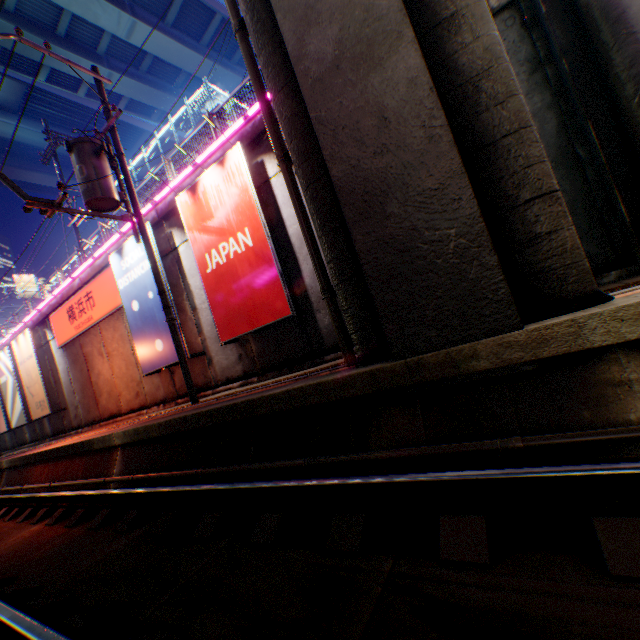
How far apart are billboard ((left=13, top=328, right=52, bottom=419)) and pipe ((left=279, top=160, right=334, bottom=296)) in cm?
1714

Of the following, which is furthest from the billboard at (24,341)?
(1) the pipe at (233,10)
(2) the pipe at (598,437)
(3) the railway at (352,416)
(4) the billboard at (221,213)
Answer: (1) the pipe at (233,10)

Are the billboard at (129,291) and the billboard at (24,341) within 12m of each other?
yes

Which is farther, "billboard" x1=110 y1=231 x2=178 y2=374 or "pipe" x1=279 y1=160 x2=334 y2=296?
"billboard" x1=110 y1=231 x2=178 y2=374

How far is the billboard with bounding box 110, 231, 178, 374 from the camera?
10.15m

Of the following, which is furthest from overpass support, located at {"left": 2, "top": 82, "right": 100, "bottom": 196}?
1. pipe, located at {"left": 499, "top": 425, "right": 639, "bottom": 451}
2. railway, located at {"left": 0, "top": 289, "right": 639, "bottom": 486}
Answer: pipe, located at {"left": 499, "top": 425, "right": 639, "bottom": 451}

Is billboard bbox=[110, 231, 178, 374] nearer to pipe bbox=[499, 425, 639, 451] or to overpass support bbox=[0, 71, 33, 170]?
pipe bbox=[499, 425, 639, 451]

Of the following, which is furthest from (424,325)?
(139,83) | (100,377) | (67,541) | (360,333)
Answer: (139,83)
